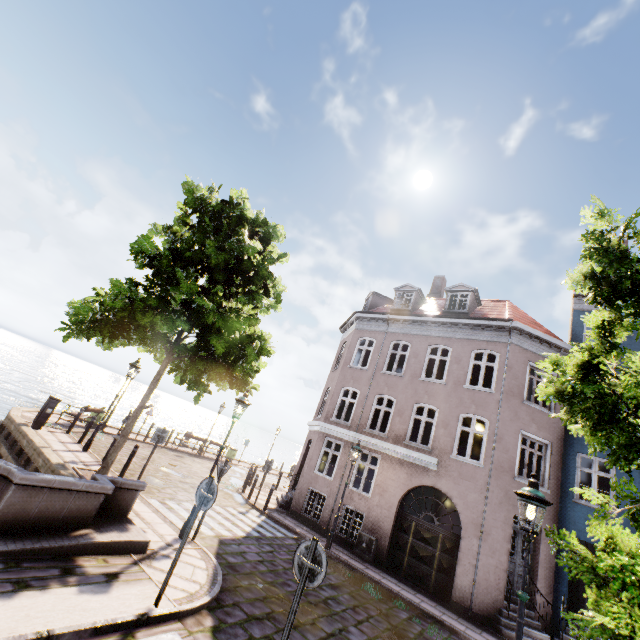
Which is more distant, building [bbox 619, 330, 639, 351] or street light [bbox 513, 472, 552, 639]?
building [bbox 619, 330, 639, 351]

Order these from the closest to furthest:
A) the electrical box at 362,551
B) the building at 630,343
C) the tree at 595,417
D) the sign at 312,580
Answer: the tree at 595,417 < the sign at 312,580 < the electrical box at 362,551 < the building at 630,343

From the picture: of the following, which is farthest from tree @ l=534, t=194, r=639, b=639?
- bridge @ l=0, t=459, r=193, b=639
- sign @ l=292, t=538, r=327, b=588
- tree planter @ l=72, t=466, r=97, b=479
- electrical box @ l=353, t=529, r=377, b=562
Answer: electrical box @ l=353, t=529, r=377, b=562

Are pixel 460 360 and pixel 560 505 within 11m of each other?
yes

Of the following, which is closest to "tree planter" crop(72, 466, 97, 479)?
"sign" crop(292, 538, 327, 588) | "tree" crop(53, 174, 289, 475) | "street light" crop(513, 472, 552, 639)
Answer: "tree" crop(53, 174, 289, 475)

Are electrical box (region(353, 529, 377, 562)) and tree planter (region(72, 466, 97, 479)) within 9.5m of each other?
yes

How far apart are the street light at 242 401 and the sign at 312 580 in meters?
4.9 m

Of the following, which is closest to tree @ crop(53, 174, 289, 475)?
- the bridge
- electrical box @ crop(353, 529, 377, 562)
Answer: the bridge
